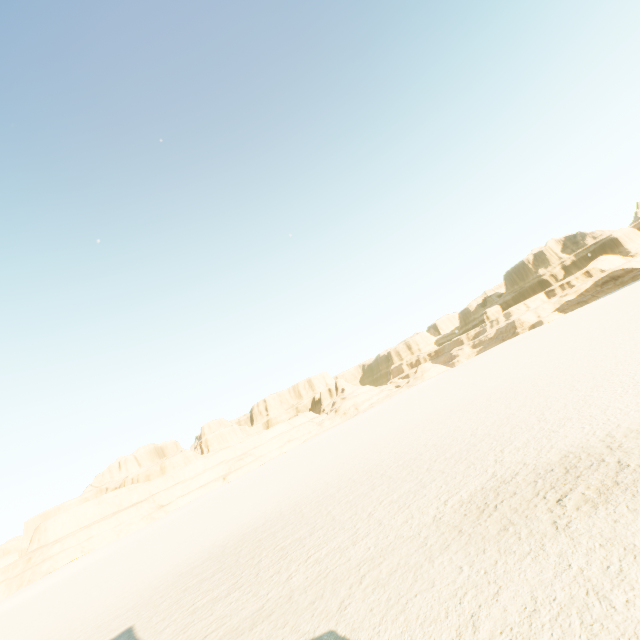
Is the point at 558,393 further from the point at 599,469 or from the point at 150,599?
the point at 150,599
